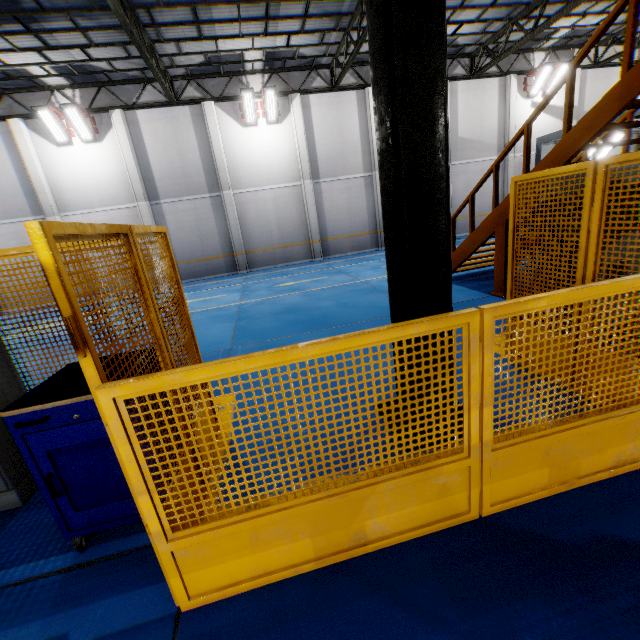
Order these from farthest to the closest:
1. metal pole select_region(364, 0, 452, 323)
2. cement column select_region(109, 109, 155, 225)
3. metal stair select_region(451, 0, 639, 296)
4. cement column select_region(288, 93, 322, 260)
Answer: cement column select_region(288, 93, 322, 260), cement column select_region(109, 109, 155, 225), metal stair select_region(451, 0, 639, 296), metal pole select_region(364, 0, 452, 323)

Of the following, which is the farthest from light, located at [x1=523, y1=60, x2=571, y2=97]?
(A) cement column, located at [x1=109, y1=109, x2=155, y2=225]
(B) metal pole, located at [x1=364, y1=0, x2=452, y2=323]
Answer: (A) cement column, located at [x1=109, y1=109, x2=155, y2=225]

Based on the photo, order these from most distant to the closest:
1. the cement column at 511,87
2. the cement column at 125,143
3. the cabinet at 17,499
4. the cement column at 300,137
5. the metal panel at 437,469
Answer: the cement column at 511,87 < the cement column at 300,137 < the cement column at 125,143 < the cabinet at 17,499 < the metal panel at 437,469

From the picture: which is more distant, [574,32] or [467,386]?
[574,32]

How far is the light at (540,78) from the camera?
16.5m

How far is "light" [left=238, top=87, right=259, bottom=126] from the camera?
14.19m

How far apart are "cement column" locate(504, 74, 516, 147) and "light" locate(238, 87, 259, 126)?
13.39m

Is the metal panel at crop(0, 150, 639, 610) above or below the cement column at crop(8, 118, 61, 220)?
below
